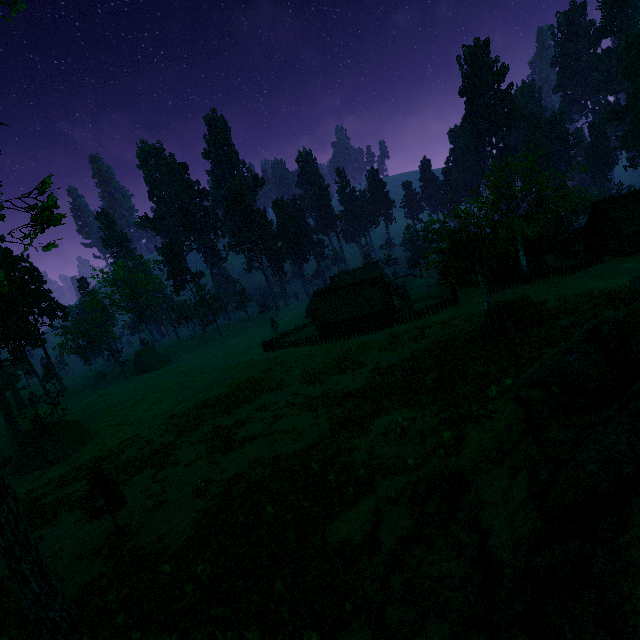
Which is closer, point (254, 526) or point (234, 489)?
point (254, 526)

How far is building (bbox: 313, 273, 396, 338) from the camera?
50.8 meters

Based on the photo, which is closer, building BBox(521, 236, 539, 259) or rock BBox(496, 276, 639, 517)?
rock BBox(496, 276, 639, 517)

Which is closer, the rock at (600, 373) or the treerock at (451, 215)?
the rock at (600, 373)

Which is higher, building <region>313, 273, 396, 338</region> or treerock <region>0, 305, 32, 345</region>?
treerock <region>0, 305, 32, 345</region>

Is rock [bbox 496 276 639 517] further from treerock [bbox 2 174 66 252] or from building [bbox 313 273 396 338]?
building [bbox 313 273 396 338]

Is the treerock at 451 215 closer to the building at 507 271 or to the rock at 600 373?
the building at 507 271
